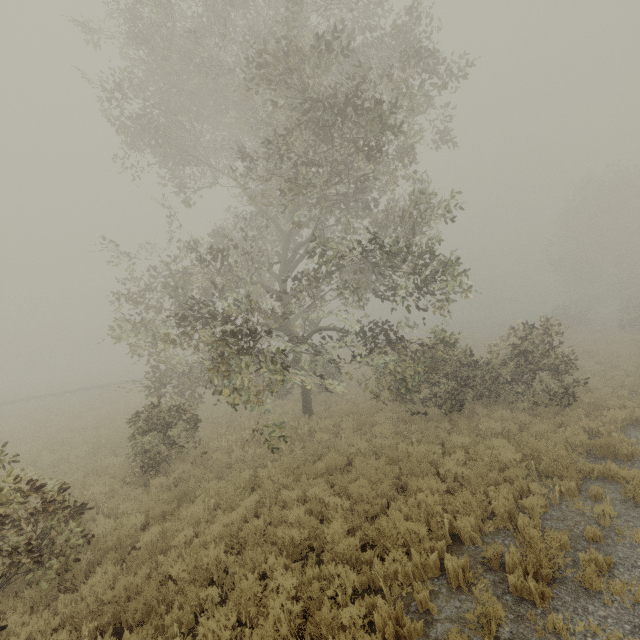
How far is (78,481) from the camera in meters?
10.5 m
